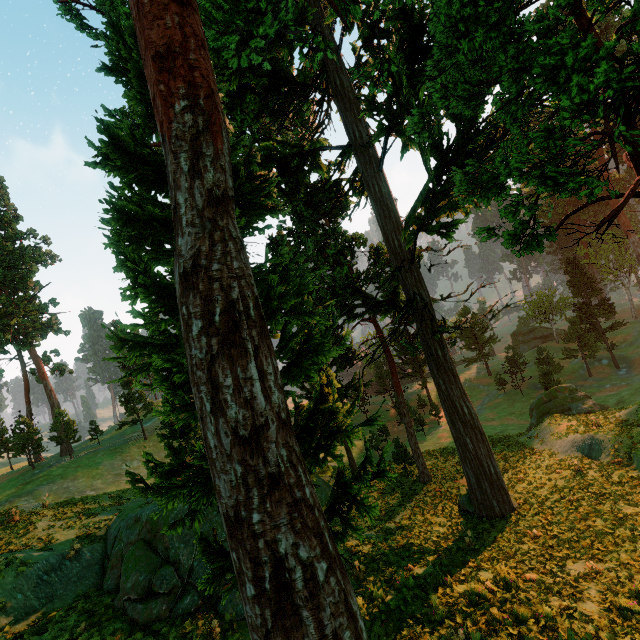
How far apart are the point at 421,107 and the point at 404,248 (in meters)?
7.18

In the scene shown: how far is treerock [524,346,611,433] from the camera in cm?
2745

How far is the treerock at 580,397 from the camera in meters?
27.5 m

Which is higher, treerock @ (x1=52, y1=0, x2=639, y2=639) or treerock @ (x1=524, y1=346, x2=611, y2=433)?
treerock @ (x1=52, y1=0, x2=639, y2=639)

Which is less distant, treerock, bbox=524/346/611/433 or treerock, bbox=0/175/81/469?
treerock, bbox=524/346/611/433

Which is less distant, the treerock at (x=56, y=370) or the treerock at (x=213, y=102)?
the treerock at (x=213, y=102)
